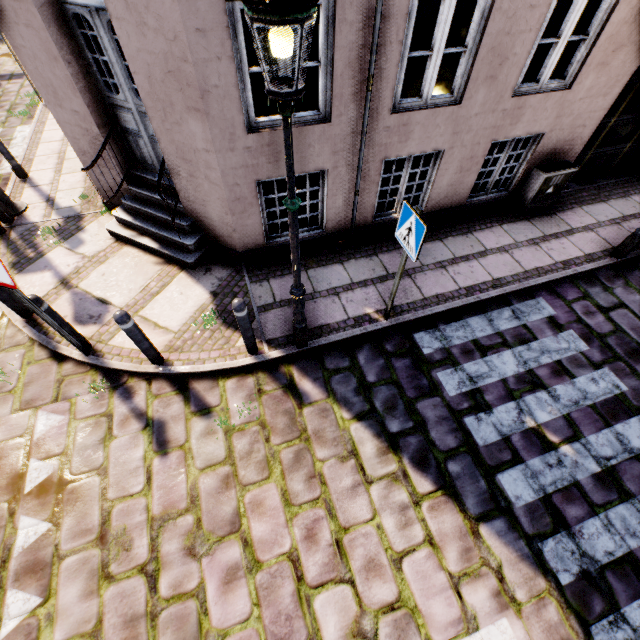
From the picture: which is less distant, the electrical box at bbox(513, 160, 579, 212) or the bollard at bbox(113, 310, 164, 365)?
the bollard at bbox(113, 310, 164, 365)

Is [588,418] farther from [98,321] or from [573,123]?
[98,321]

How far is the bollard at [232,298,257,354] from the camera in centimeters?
369cm

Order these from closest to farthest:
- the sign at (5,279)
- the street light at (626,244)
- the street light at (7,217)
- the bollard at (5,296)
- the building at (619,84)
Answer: Answer: the sign at (5,279) → the building at (619,84) → the bollard at (5,296) → the street light at (626,244) → the street light at (7,217)

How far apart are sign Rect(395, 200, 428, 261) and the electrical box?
4.12m

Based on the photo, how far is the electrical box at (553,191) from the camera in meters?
6.0

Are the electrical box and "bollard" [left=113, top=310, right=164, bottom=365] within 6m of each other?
no

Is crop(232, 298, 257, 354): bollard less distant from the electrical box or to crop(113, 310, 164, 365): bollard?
crop(113, 310, 164, 365): bollard
